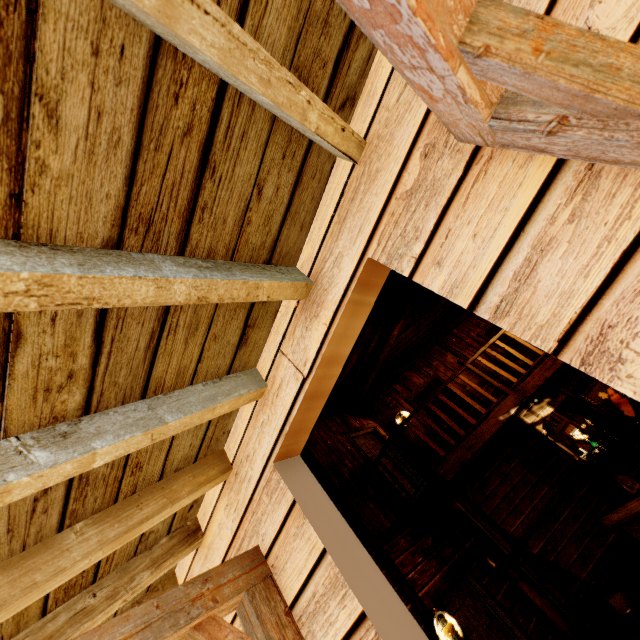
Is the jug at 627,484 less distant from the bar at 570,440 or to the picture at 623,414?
the bar at 570,440

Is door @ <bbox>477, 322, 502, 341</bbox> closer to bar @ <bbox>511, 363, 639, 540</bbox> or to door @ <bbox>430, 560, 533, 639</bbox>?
bar @ <bbox>511, 363, 639, 540</bbox>

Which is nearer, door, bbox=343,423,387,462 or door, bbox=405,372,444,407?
door, bbox=343,423,387,462

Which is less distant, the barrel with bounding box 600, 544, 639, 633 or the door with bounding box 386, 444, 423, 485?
the barrel with bounding box 600, 544, 639, 633

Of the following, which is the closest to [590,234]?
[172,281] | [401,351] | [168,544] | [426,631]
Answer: [172,281]

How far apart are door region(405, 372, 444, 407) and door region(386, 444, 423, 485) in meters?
1.2

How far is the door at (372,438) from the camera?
7.4 meters

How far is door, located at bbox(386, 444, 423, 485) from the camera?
7.3m
